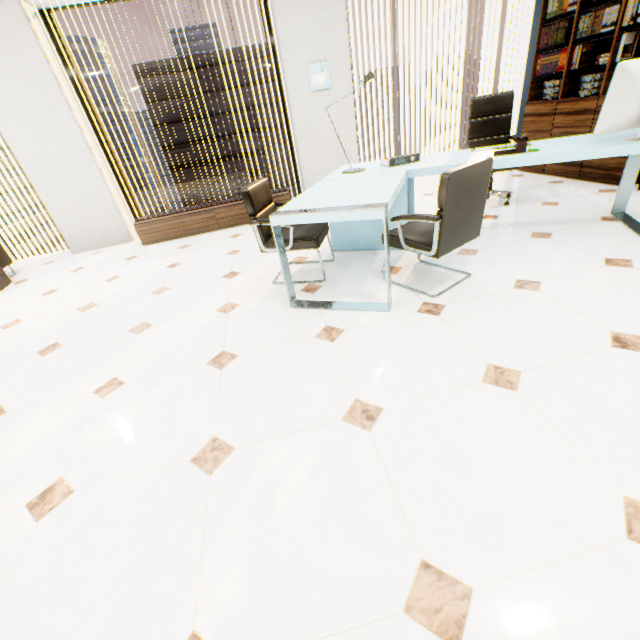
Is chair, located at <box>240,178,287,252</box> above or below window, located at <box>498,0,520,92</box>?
below

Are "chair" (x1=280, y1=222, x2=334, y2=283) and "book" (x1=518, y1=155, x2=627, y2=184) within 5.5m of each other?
yes

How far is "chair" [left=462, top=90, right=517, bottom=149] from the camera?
3.80m

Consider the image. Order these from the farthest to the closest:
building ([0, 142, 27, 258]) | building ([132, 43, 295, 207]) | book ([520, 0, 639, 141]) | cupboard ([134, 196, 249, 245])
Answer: building ([0, 142, 27, 258]) → building ([132, 43, 295, 207]) → cupboard ([134, 196, 249, 245]) → book ([520, 0, 639, 141])

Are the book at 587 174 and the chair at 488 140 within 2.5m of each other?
yes

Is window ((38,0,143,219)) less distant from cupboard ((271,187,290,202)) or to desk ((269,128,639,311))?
cupboard ((271,187,290,202))

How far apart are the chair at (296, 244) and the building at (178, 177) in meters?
59.3

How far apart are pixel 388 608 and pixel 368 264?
2.6 meters
